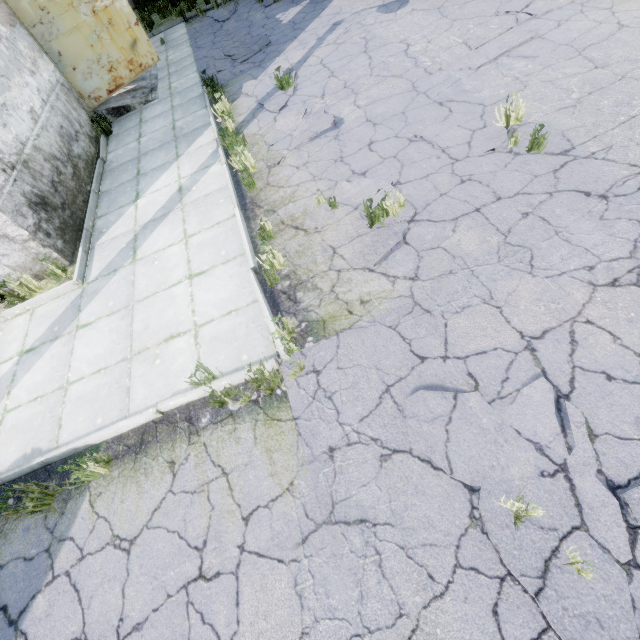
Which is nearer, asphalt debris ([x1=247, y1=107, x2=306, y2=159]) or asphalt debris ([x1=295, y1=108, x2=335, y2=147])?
asphalt debris ([x1=295, y1=108, x2=335, y2=147])

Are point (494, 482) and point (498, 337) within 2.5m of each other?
yes

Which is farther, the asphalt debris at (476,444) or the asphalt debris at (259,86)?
the asphalt debris at (259,86)

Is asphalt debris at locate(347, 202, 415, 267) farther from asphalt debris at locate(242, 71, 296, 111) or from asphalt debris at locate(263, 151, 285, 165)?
asphalt debris at locate(242, 71, 296, 111)

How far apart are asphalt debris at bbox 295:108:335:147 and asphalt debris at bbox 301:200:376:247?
1.5 meters

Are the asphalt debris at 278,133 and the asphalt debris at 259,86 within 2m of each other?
yes

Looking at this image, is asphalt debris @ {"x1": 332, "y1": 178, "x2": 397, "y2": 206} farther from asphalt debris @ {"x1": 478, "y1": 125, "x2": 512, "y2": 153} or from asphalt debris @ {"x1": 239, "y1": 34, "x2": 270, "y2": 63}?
asphalt debris @ {"x1": 239, "y1": 34, "x2": 270, "y2": 63}

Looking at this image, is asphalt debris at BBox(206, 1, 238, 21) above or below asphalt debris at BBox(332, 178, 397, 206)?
above
